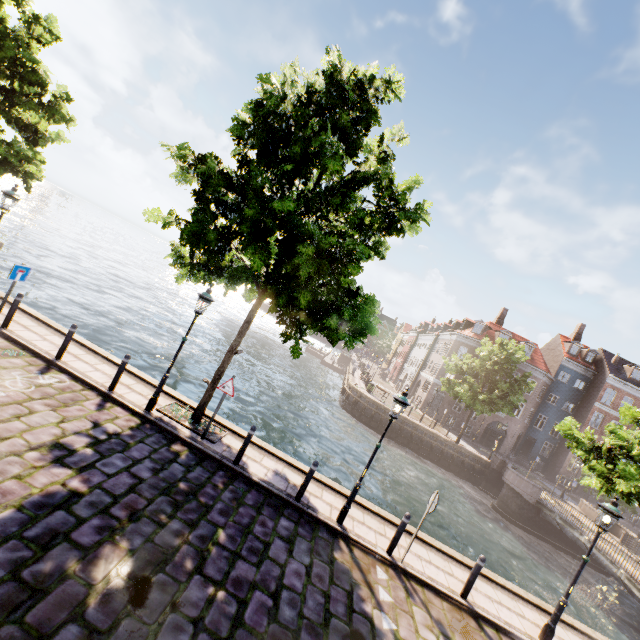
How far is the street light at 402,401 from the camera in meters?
8.2 m

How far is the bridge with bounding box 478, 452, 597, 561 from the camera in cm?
1994

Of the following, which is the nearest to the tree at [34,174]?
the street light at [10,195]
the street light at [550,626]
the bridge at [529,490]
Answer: the street light at [550,626]

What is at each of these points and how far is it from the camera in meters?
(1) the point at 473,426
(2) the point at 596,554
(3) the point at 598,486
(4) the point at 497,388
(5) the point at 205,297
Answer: (1) building, 37.8 m
(2) bridge, 17.2 m
(3) tree, 8.7 m
(4) tree, 27.8 m
(5) street light, 8.7 m

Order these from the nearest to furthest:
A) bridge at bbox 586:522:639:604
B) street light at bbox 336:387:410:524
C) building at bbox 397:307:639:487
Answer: street light at bbox 336:387:410:524
bridge at bbox 586:522:639:604
building at bbox 397:307:639:487

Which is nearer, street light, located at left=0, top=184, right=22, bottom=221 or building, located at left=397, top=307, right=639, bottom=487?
street light, located at left=0, top=184, right=22, bottom=221

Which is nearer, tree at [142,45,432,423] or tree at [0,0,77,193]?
tree at [142,45,432,423]

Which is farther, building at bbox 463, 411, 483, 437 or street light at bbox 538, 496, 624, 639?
building at bbox 463, 411, 483, 437
